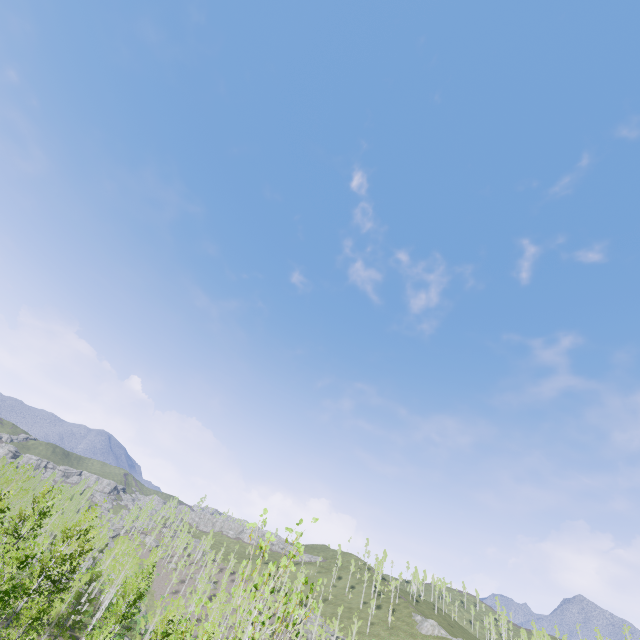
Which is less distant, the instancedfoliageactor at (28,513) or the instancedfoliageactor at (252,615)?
the instancedfoliageactor at (252,615)

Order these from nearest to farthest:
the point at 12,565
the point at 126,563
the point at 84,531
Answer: the point at 12,565 → the point at 84,531 → the point at 126,563

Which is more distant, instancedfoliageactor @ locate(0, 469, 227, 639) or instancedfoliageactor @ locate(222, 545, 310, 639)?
instancedfoliageactor @ locate(0, 469, 227, 639)
